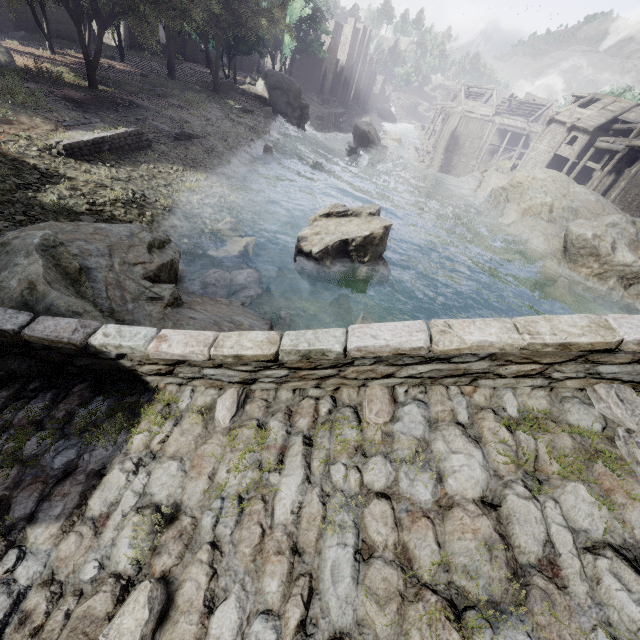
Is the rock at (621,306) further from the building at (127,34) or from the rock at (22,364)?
the rock at (22,364)

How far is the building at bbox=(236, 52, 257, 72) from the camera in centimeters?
5417cm

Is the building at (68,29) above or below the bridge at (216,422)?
below

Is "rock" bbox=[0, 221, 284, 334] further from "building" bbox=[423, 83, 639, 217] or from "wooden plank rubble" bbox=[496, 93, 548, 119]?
"wooden plank rubble" bbox=[496, 93, 548, 119]

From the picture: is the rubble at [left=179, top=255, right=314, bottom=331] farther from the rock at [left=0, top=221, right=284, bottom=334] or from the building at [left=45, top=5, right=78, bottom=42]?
the building at [left=45, top=5, right=78, bottom=42]

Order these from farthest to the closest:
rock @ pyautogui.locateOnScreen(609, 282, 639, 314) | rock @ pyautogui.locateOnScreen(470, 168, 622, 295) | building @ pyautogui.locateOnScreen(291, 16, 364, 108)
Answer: building @ pyautogui.locateOnScreen(291, 16, 364, 108) → rock @ pyautogui.locateOnScreen(470, 168, 622, 295) → rock @ pyautogui.locateOnScreen(609, 282, 639, 314)

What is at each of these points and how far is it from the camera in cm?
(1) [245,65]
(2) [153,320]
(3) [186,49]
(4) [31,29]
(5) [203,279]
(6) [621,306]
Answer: (1) building, 5609
(2) rock, 493
(3) building, 4291
(4) building, 2333
(5) rubble, 817
(6) rock, 1492

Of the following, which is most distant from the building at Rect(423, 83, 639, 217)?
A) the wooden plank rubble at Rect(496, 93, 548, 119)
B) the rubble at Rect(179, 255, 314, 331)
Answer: the rubble at Rect(179, 255, 314, 331)
